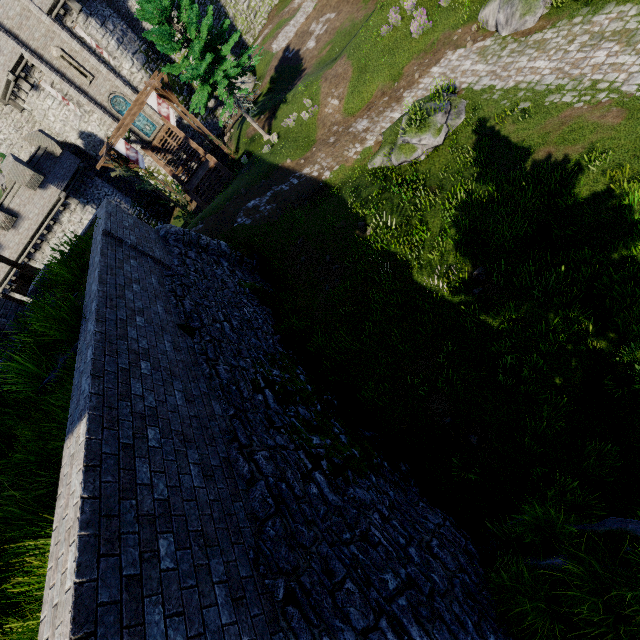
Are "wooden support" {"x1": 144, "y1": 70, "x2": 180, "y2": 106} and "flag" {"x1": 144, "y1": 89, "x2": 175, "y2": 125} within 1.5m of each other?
yes

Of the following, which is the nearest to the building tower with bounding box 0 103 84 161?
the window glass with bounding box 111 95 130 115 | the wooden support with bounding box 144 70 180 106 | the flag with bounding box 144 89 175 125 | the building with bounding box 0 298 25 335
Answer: the window glass with bounding box 111 95 130 115

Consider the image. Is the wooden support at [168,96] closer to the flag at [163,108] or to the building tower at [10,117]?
the flag at [163,108]

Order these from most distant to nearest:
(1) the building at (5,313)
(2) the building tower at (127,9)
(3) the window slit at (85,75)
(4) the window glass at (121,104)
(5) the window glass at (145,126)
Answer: (5) the window glass at (145,126), (4) the window glass at (121,104), (2) the building tower at (127,9), (3) the window slit at (85,75), (1) the building at (5,313)

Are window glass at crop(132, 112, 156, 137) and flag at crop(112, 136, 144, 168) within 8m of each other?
no

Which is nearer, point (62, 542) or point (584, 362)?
point (62, 542)

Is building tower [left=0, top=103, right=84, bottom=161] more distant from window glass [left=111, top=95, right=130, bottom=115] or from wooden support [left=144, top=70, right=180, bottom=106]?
wooden support [left=144, top=70, right=180, bottom=106]

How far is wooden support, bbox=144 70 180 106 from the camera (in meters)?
21.06
